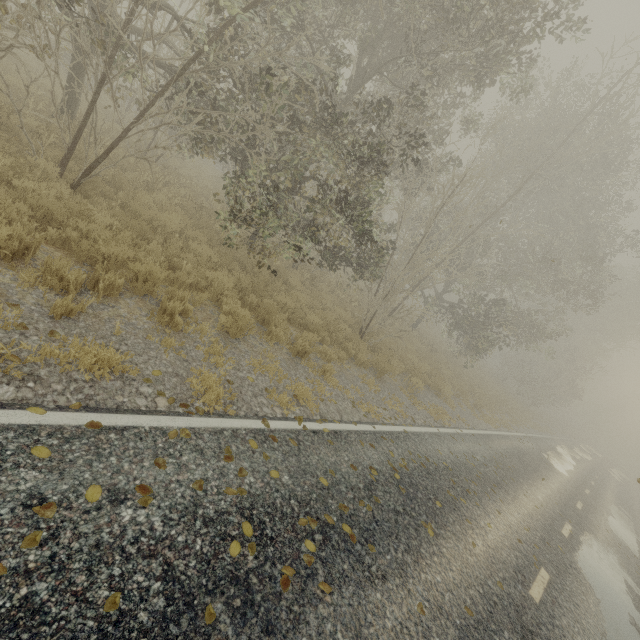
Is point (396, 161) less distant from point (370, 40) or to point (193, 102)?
point (370, 40)
